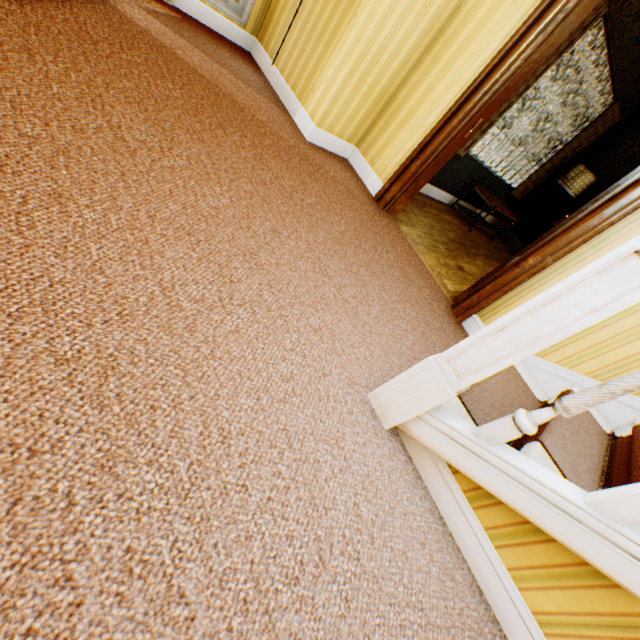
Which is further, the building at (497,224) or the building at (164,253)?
the building at (497,224)

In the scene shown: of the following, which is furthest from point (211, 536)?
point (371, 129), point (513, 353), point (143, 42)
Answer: point (371, 129)

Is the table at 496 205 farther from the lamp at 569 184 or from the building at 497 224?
the lamp at 569 184

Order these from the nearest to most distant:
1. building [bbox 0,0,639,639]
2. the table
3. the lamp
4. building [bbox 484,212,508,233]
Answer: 1. building [bbox 0,0,639,639]
2. the table
3. the lamp
4. building [bbox 484,212,508,233]

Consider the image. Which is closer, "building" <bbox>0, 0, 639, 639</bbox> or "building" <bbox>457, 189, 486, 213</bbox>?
"building" <bbox>0, 0, 639, 639</bbox>

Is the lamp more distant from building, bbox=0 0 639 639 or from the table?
the table

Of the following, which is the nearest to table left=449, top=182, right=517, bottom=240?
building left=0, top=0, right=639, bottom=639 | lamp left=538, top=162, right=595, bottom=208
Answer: building left=0, top=0, right=639, bottom=639
